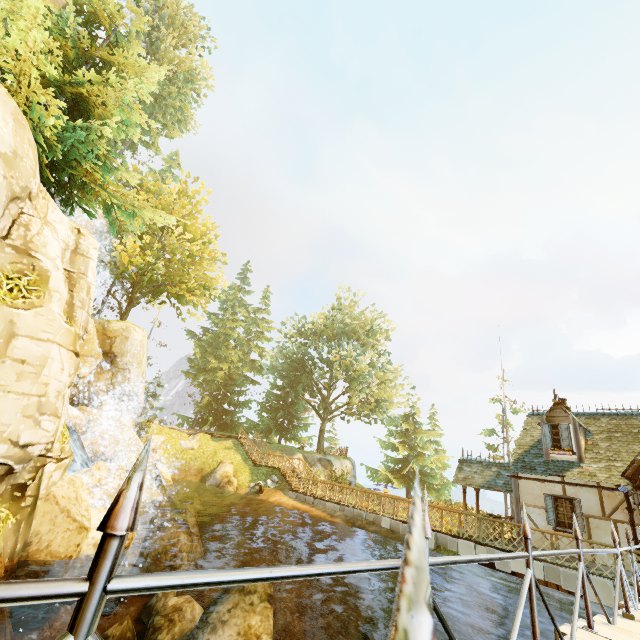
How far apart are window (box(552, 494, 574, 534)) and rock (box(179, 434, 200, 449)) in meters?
25.0 m

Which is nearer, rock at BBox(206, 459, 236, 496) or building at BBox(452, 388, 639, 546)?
building at BBox(452, 388, 639, 546)

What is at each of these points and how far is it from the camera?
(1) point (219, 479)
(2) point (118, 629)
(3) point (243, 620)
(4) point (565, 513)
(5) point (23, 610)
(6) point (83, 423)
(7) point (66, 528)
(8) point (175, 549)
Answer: (1) rock, 24.2 meters
(2) rock, 11.2 meters
(3) rock, 12.1 meters
(4) window, 13.0 meters
(5) rock, 6.0 meters
(6) rock, 16.7 meters
(7) rock, 6.9 meters
(8) rock, 14.5 meters

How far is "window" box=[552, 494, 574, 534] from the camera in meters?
12.7 m

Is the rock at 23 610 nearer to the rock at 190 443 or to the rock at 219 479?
the rock at 219 479

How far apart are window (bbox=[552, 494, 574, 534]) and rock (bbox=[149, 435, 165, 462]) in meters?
25.0

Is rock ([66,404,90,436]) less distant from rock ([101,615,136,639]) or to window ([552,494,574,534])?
rock ([101,615,136,639])

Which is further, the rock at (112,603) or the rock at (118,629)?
the rock at (112,603)
